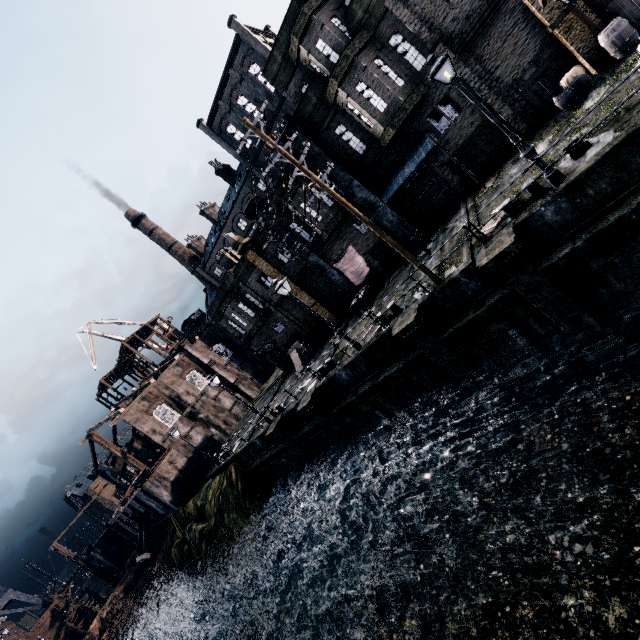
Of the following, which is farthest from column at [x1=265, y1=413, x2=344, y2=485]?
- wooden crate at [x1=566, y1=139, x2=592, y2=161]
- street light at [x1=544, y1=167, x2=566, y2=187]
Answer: wooden crate at [x1=566, y1=139, x2=592, y2=161]

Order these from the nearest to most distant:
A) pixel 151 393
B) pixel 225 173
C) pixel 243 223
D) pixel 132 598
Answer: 1. pixel 151 393
2. pixel 132 598
3. pixel 225 173
4. pixel 243 223

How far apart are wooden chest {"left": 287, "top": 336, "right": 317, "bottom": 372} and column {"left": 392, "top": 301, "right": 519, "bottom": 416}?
14.15m

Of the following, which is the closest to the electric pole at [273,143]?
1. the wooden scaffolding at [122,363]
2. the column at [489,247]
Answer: the column at [489,247]

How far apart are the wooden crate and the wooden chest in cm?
2166

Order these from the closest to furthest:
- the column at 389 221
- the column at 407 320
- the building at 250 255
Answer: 1. the column at 407 320
2. the column at 389 221
3. the building at 250 255

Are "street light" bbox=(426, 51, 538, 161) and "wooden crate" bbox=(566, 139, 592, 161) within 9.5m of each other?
yes

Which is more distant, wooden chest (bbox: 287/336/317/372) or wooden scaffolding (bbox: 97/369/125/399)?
wooden scaffolding (bbox: 97/369/125/399)
